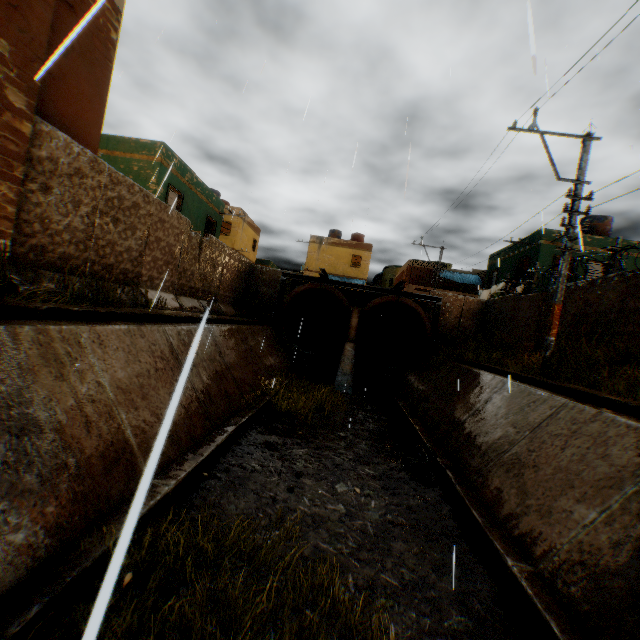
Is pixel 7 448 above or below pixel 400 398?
above

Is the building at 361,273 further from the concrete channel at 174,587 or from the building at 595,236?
the building at 595,236

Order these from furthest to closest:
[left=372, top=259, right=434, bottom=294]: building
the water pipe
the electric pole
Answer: [left=372, top=259, right=434, bottom=294]: building < the water pipe < the electric pole

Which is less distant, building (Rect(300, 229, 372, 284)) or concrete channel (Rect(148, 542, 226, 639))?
concrete channel (Rect(148, 542, 226, 639))

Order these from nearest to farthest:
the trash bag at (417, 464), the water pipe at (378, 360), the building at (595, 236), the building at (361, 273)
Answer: the trash bag at (417, 464)
the water pipe at (378, 360)
the building at (595, 236)
the building at (361, 273)

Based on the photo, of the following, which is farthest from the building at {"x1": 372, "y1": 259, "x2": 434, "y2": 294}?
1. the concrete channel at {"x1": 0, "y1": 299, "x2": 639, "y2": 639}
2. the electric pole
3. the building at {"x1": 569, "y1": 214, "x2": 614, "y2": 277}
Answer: the electric pole

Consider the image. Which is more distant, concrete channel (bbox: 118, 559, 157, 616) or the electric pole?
the electric pole

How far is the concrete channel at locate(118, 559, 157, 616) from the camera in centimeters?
307cm
